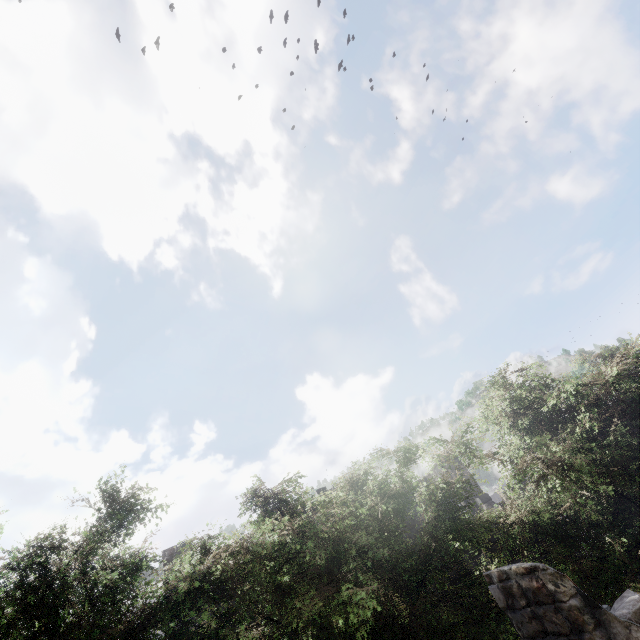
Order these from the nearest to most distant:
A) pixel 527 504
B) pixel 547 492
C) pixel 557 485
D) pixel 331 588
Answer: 1. pixel 331 588
2. pixel 557 485
3. pixel 547 492
4. pixel 527 504

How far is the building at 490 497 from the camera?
22.1m

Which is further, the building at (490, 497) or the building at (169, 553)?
the building at (490, 497)

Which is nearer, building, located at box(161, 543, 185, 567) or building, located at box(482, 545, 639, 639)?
building, located at box(482, 545, 639, 639)

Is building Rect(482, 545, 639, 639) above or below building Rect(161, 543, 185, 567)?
below

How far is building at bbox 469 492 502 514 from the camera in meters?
22.1 m
